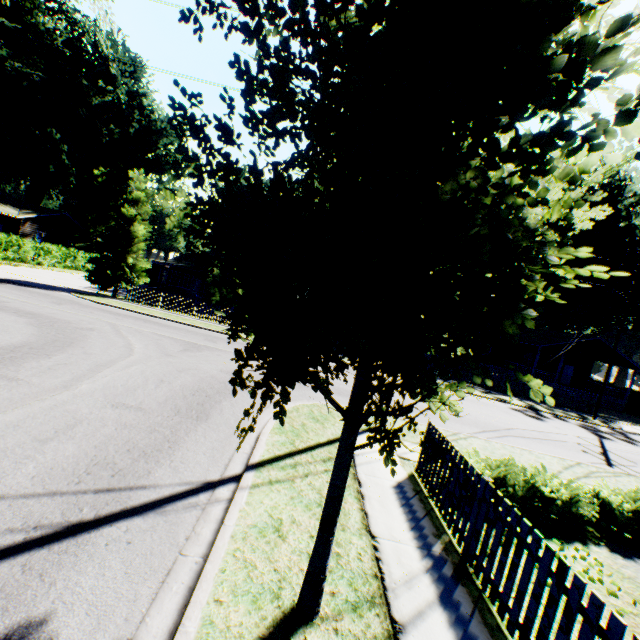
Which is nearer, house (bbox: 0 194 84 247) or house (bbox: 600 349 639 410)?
house (bbox: 600 349 639 410)

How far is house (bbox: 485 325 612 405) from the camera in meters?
32.2 m

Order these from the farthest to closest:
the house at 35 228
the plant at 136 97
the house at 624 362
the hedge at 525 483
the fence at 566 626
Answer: the house at 35 228 → the house at 624 362 → the hedge at 525 483 → the fence at 566 626 → the plant at 136 97

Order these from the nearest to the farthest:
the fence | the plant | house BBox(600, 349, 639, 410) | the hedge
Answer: the plant, the fence, the hedge, house BBox(600, 349, 639, 410)

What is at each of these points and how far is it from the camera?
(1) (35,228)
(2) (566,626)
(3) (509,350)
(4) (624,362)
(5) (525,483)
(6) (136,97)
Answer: (1) house, 38.56m
(2) fence, 3.06m
(3) house, 37.19m
(4) house, 32.31m
(5) hedge, 6.62m
(6) plant, 44.56m

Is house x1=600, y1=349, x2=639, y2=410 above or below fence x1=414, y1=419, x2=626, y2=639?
above

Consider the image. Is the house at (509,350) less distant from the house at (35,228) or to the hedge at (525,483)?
the hedge at (525,483)
